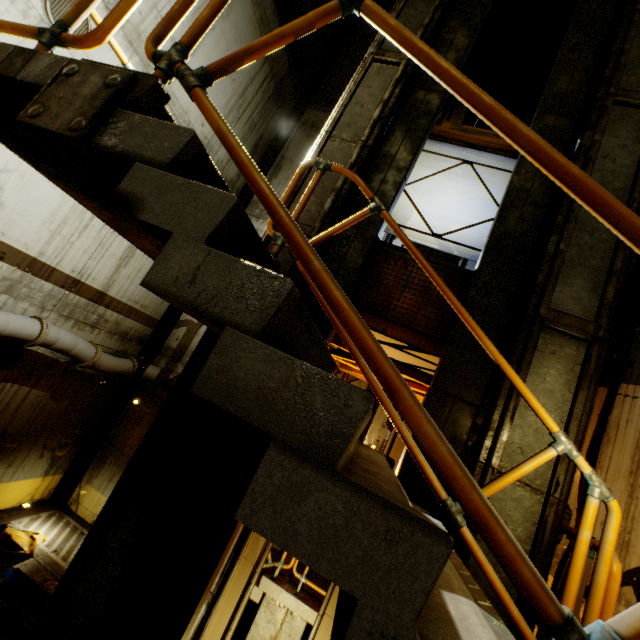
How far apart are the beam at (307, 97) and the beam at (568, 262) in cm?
977

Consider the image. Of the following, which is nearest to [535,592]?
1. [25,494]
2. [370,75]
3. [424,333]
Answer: [424,333]

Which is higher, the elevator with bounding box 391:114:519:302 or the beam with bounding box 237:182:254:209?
the beam with bounding box 237:182:254:209

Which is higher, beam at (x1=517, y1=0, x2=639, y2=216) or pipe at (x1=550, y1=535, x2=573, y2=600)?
beam at (x1=517, y1=0, x2=639, y2=216)

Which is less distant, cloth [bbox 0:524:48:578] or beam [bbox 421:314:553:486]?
beam [bbox 421:314:553:486]

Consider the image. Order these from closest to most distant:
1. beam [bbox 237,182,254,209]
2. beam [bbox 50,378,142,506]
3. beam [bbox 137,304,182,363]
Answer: beam [bbox 50,378,142,506], beam [bbox 137,304,182,363], beam [bbox 237,182,254,209]

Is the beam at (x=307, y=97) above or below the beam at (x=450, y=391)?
above

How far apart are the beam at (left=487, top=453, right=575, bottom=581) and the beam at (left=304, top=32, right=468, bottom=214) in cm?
120
